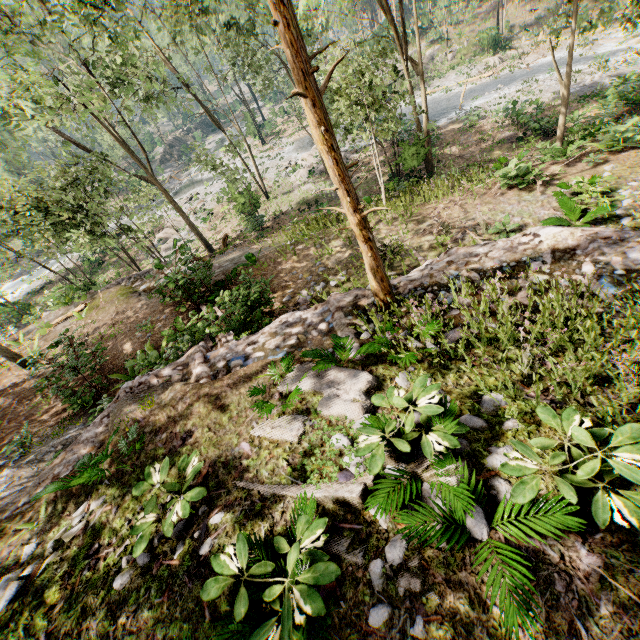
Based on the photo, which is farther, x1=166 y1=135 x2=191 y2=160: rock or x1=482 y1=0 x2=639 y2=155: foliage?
x1=166 y1=135 x2=191 y2=160: rock

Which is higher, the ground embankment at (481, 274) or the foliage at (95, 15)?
the foliage at (95, 15)

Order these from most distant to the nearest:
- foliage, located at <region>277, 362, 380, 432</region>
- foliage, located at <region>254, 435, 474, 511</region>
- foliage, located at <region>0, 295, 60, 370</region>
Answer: foliage, located at <region>0, 295, 60, 370</region>, foliage, located at <region>277, 362, 380, 432</region>, foliage, located at <region>254, 435, 474, 511</region>

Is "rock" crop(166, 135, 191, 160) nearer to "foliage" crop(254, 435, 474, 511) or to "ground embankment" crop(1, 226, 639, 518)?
"foliage" crop(254, 435, 474, 511)

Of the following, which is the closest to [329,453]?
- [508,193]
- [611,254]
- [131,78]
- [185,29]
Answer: [611,254]

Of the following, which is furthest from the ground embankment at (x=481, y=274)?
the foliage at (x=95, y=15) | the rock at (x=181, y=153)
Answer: the rock at (x=181, y=153)
